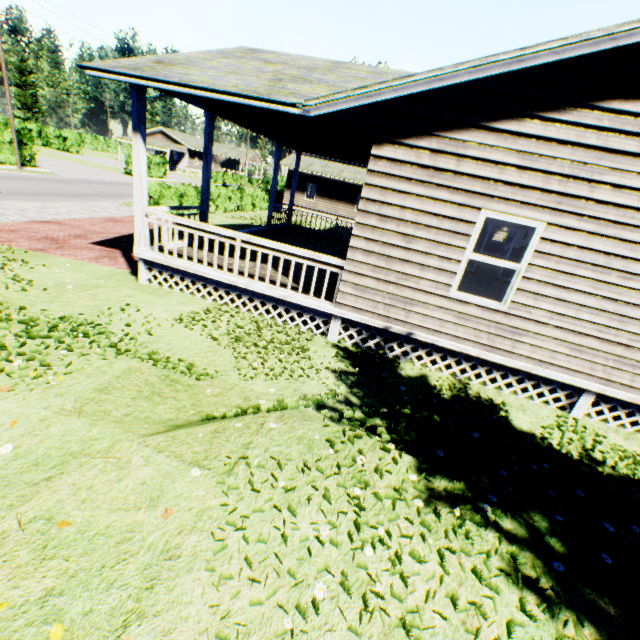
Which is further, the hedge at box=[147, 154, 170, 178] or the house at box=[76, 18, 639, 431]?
the hedge at box=[147, 154, 170, 178]

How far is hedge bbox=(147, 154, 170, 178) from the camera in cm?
3827

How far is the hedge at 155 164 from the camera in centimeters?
3827cm

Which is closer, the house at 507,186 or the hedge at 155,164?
the house at 507,186

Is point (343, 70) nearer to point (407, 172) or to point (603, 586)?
point (407, 172)
